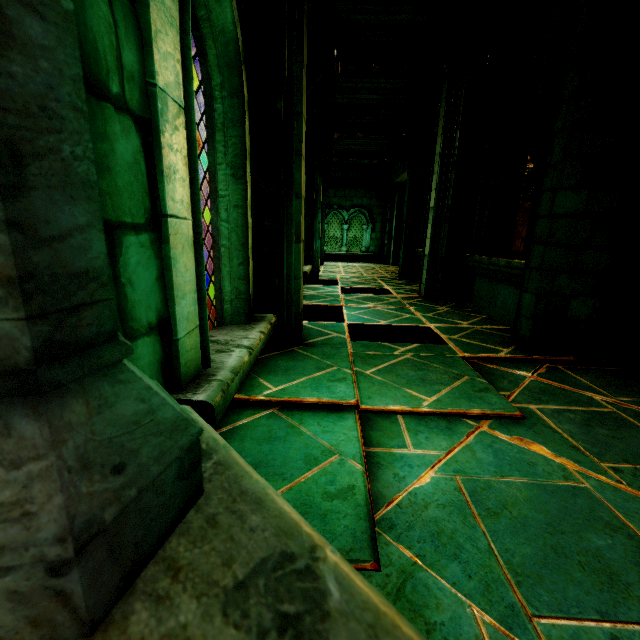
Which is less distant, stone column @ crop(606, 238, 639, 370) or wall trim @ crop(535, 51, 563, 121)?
stone column @ crop(606, 238, 639, 370)

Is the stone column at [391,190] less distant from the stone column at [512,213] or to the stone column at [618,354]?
the stone column at [512,213]

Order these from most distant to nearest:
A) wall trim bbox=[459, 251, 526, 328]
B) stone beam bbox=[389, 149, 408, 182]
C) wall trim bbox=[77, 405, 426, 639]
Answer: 1. stone beam bbox=[389, 149, 408, 182]
2. wall trim bbox=[459, 251, 526, 328]
3. wall trim bbox=[77, 405, 426, 639]

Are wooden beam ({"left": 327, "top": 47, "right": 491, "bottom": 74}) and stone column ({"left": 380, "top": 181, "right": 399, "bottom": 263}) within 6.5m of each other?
no

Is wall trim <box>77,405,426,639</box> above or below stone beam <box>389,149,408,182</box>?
below

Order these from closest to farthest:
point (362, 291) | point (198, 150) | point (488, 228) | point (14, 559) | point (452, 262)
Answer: point (14, 559) < point (198, 150) < point (488, 228) < point (452, 262) < point (362, 291)

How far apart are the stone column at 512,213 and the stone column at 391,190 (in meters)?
7.96

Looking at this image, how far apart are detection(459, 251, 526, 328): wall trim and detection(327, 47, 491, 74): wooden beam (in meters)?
2.85
